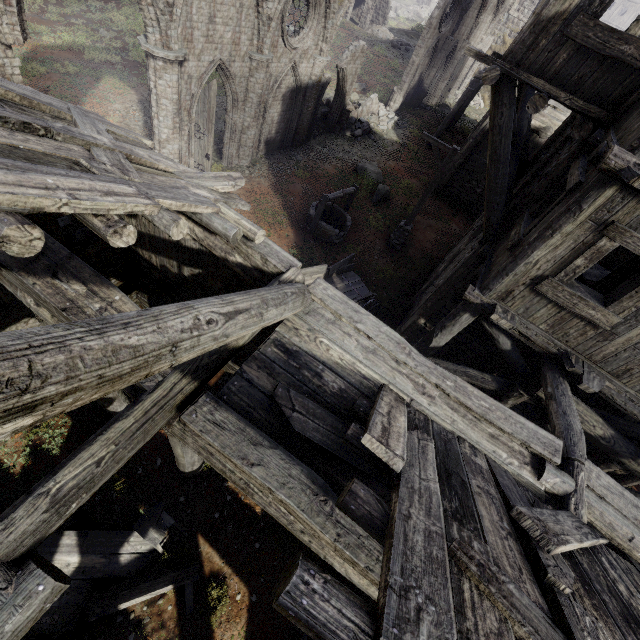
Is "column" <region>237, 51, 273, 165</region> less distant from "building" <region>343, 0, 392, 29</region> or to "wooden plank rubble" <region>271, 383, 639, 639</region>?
"wooden plank rubble" <region>271, 383, 639, 639</region>

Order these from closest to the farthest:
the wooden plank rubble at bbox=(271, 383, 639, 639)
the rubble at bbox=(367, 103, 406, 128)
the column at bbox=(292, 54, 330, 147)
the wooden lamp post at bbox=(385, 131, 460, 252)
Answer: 1. the wooden plank rubble at bbox=(271, 383, 639, 639)
2. the wooden lamp post at bbox=(385, 131, 460, 252)
3. the column at bbox=(292, 54, 330, 147)
4. the rubble at bbox=(367, 103, 406, 128)

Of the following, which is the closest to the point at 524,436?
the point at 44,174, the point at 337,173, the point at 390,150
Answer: the point at 44,174

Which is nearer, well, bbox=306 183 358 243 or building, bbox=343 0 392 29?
well, bbox=306 183 358 243

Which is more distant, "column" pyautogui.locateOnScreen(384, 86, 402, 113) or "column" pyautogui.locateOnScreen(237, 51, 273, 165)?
"column" pyautogui.locateOnScreen(384, 86, 402, 113)

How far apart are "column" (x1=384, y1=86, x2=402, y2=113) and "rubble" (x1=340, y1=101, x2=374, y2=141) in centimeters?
438cm

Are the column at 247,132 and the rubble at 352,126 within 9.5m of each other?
yes

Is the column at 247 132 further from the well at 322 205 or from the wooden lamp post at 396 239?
the wooden lamp post at 396 239
